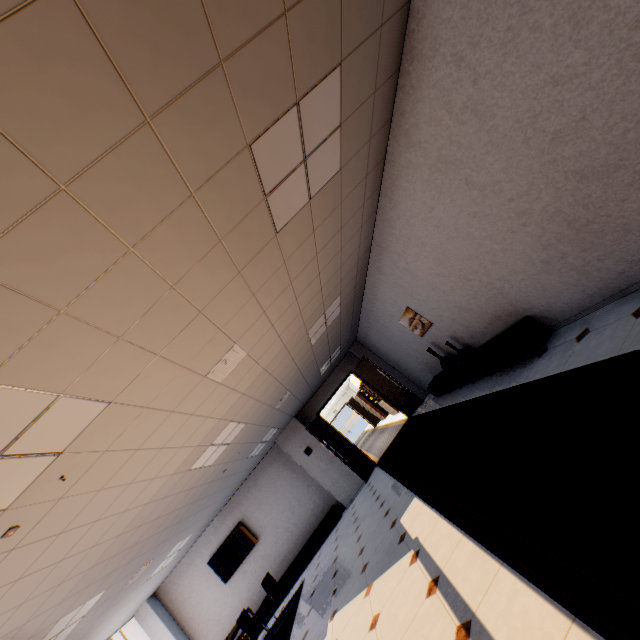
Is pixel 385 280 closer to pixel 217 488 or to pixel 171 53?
pixel 171 53

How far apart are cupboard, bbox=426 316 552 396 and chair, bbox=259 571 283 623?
6.1 meters

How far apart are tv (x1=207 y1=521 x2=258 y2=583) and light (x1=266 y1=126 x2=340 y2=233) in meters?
10.2

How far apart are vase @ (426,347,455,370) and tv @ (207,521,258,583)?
7.79m

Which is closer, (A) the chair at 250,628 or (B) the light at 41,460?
(B) the light at 41,460

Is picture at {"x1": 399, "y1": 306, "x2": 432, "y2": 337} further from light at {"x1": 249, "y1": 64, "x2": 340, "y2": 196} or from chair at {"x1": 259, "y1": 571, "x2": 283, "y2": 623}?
chair at {"x1": 259, "y1": 571, "x2": 283, "y2": 623}

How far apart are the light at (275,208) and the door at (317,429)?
8.3m

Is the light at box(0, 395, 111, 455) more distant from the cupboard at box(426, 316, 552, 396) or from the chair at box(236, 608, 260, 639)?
the chair at box(236, 608, 260, 639)
